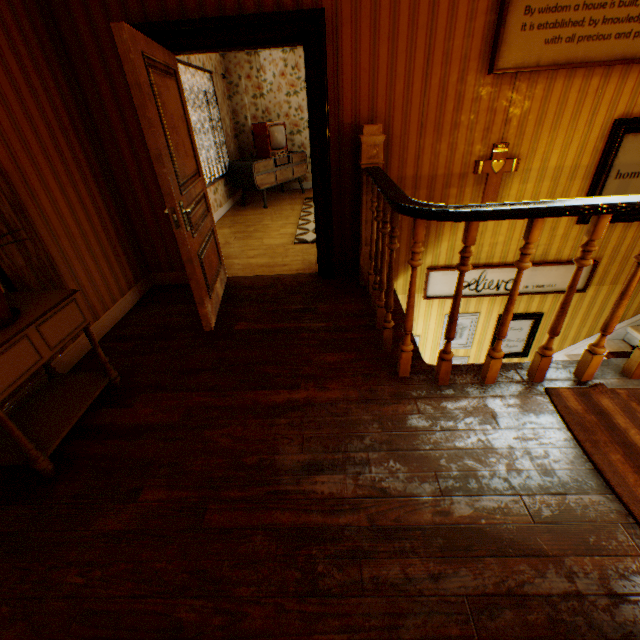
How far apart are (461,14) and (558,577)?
3.9 meters

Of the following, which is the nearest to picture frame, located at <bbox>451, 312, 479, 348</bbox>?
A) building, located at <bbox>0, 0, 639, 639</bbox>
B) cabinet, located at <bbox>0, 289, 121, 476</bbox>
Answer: building, located at <bbox>0, 0, 639, 639</bbox>

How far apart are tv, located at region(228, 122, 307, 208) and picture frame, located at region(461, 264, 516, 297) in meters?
4.4 m

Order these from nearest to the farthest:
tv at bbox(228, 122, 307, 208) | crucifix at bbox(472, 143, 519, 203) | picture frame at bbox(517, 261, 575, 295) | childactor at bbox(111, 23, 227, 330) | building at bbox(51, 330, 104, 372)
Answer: childactor at bbox(111, 23, 227, 330) < building at bbox(51, 330, 104, 372) < crucifix at bbox(472, 143, 519, 203) < picture frame at bbox(517, 261, 575, 295) < tv at bbox(228, 122, 307, 208)

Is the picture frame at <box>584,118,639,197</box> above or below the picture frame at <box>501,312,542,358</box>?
above

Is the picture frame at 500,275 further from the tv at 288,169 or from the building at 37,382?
the tv at 288,169

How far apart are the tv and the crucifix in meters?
4.6 m

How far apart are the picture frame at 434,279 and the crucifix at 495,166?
0.7 meters
